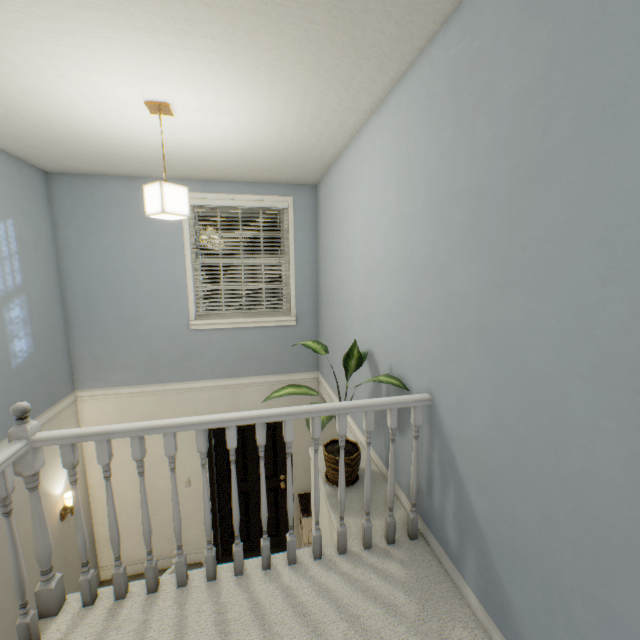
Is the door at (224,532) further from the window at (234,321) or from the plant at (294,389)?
the plant at (294,389)

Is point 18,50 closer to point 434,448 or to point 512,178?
point 512,178

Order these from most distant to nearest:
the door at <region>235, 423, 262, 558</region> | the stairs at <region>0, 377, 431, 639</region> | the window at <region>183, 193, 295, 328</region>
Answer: the door at <region>235, 423, 262, 558</region>, the window at <region>183, 193, 295, 328</region>, the stairs at <region>0, 377, 431, 639</region>

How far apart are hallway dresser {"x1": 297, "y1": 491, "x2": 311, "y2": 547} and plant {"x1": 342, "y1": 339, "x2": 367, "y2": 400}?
2.3m

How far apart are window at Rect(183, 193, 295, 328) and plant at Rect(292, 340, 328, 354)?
1.75m

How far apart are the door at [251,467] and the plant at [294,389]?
2.1m

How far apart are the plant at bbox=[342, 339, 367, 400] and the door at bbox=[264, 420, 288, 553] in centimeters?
208cm
